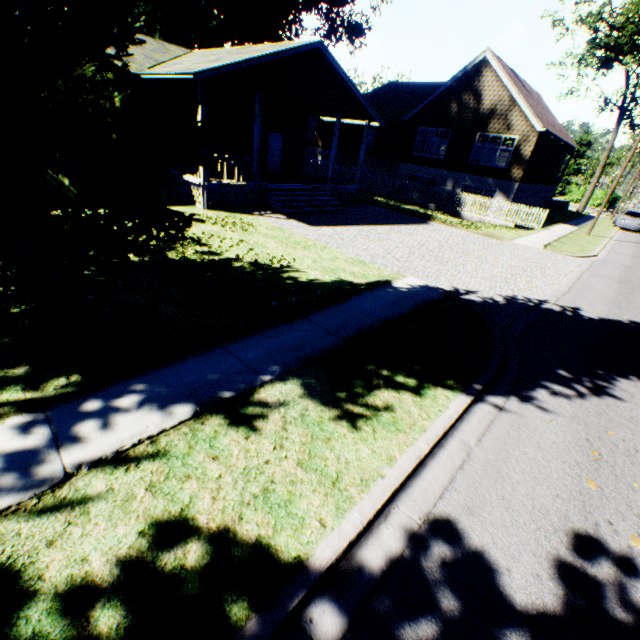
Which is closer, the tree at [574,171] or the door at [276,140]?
the door at [276,140]

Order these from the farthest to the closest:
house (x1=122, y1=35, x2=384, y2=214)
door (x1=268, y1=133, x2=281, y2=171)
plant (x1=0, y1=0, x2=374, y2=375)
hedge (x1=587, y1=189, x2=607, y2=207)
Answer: hedge (x1=587, y1=189, x2=607, y2=207) → door (x1=268, y1=133, x2=281, y2=171) → house (x1=122, y1=35, x2=384, y2=214) → plant (x1=0, y1=0, x2=374, y2=375)

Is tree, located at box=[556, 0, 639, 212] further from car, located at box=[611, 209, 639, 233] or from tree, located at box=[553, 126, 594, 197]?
tree, located at box=[553, 126, 594, 197]

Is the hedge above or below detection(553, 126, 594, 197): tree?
below

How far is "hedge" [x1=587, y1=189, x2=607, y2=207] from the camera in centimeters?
5016cm

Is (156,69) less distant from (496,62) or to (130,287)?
(130,287)

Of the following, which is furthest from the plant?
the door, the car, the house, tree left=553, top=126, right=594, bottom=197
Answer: the car

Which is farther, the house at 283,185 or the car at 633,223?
the car at 633,223
